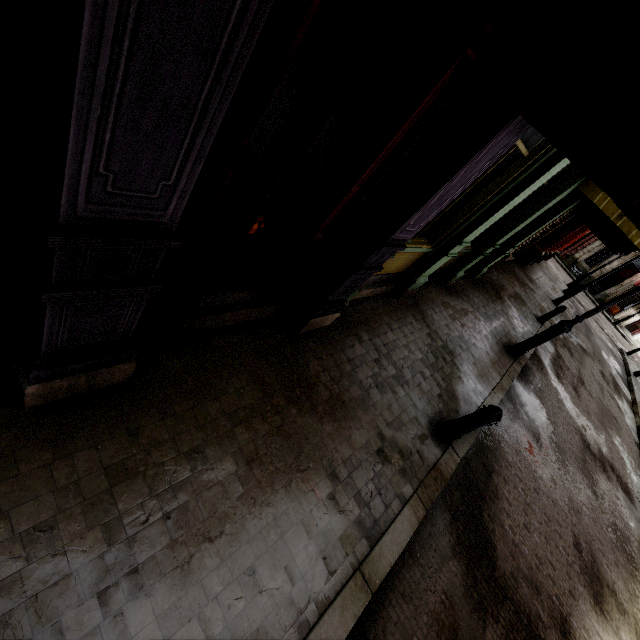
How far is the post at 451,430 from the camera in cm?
428

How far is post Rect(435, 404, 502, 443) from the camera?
4.3 meters

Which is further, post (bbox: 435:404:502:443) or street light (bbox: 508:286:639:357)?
street light (bbox: 508:286:639:357)

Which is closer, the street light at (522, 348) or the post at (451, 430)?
the post at (451, 430)

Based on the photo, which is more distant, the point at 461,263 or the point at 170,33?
the point at 461,263
